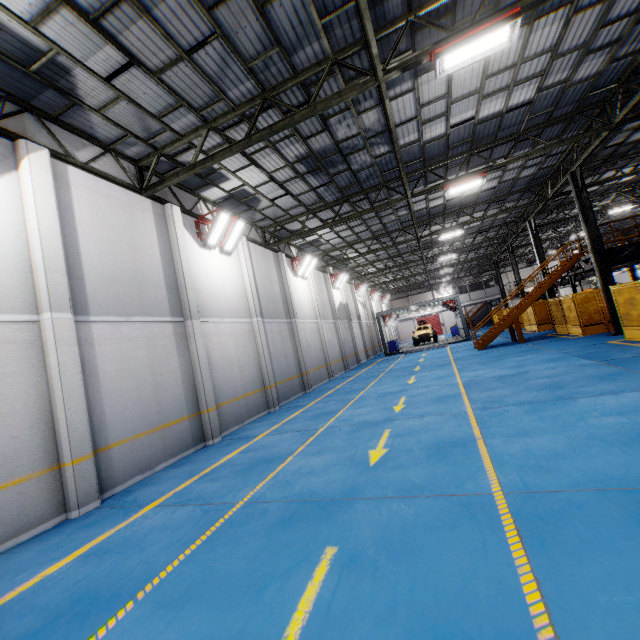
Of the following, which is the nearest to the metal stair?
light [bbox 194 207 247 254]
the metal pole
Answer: the metal pole

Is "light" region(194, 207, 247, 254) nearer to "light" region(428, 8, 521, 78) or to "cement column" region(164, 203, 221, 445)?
"cement column" region(164, 203, 221, 445)

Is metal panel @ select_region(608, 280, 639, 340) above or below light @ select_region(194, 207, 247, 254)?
below

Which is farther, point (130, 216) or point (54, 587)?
point (130, 216)

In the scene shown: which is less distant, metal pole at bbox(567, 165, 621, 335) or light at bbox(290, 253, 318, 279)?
metal pole at bbox(567, 165, 621, 335)

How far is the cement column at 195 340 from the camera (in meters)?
10.14

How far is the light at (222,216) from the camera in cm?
1192

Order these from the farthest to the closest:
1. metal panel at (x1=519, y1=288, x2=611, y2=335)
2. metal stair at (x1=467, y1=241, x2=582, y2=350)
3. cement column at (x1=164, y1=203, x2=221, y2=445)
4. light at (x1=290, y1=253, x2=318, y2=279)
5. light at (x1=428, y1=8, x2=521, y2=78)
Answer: light at (x1=290, y1=253, x2=318, y2=279) → metal stair at (x1=467, y1=241, x2=582, y2=350) → metal panel at (x1=519, y1=288, x2=611, y2=335) → cement column at (x1=164, y1=203, x2=221, y2=445) → light at (x1=428, y1=8, x2=521, y2=78)
